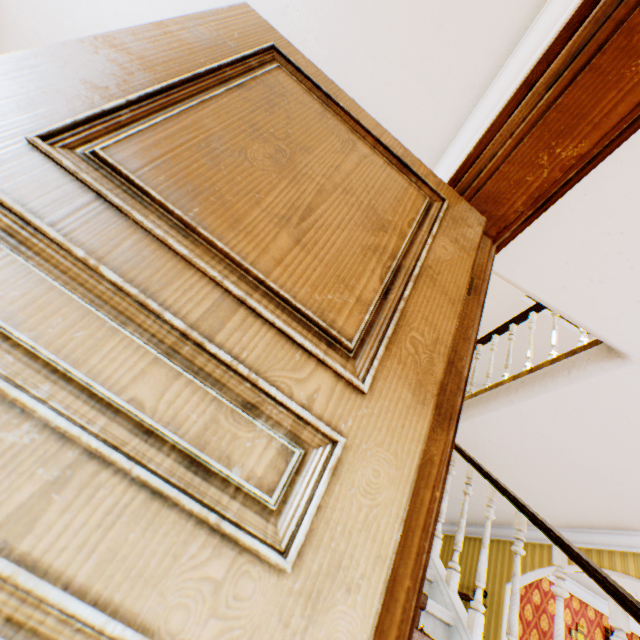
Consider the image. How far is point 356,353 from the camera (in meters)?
0.79

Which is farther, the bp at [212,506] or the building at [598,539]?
the building at [598,539]

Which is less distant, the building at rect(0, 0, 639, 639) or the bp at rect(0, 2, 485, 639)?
the bp at rect(0, 2, 485, 639)
